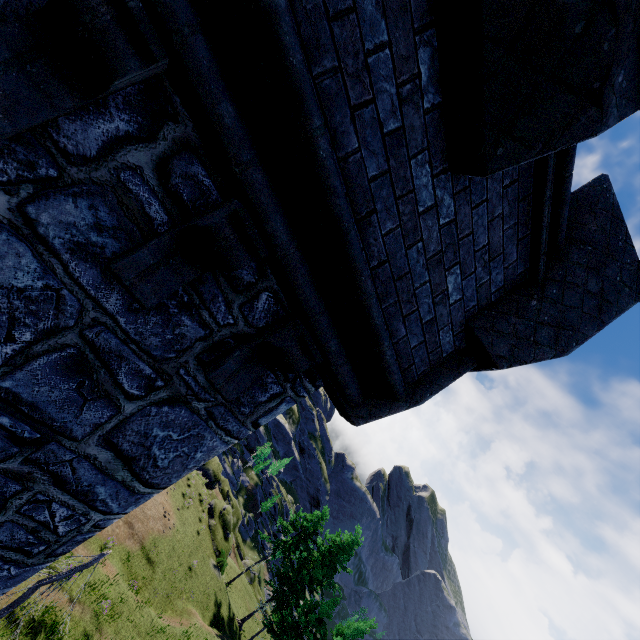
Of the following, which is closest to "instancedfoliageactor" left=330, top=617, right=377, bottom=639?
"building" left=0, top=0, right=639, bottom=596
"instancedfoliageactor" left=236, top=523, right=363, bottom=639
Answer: "instancedfoliageactor" left=236, top=523, right=363, bottom=639

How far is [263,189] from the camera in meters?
1.7

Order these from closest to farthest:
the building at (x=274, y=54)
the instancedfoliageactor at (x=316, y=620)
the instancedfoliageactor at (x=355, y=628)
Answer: the building at (x=274, y=54) → the instancedfoliageactor at (x=355, y=628) → the instancedfoliageactor at (x=316, y=620)

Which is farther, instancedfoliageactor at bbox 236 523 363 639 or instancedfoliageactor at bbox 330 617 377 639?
instancedfoliageactor at bbox 236 523 363 639

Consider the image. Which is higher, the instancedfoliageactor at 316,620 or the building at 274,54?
the building at 274,54

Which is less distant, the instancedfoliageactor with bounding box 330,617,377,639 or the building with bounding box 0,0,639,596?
the building with bounding box 0,0,639,596

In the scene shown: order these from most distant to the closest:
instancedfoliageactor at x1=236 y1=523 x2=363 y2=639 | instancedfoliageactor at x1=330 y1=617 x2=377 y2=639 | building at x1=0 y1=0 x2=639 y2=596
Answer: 1. instancedfoliageactor at x1=236 y1=523 x2=363 y2=639
2. instancedfoliageactor at x1=330 y1=617 x2=377 y2=639
3. building at x1=0 y1=0 x2=639 y2=596

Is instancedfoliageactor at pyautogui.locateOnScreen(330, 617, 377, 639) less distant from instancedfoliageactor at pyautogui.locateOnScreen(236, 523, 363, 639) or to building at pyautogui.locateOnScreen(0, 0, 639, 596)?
instancedfoliageactor at pyautogui.locateOnScreen(236, 523, 363, 639)
